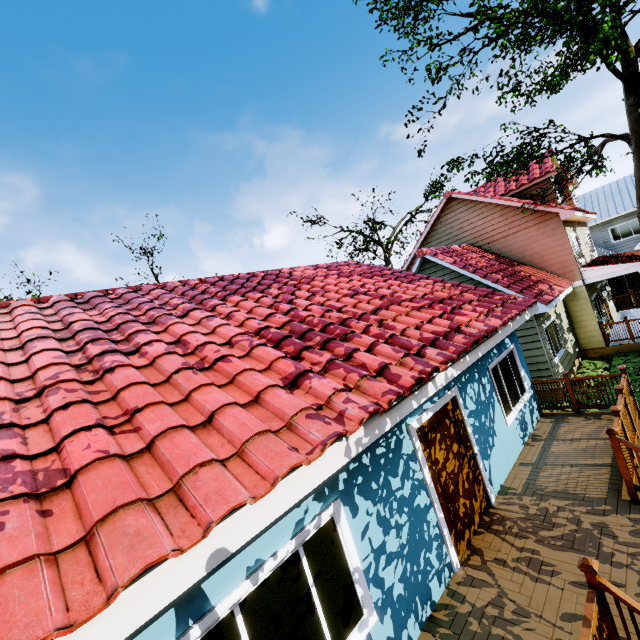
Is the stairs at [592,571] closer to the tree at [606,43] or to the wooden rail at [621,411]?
the wooden rail at [621,411]

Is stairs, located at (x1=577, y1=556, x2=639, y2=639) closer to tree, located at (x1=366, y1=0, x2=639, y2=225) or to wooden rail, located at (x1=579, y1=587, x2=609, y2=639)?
wooden rail, located at (x1=579, y1=587, x2=609, y2=639)

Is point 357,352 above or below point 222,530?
above

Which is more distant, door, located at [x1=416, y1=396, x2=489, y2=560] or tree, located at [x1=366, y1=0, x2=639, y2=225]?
tree, located at [x1=366, y1=0, x2=639, y2=225]

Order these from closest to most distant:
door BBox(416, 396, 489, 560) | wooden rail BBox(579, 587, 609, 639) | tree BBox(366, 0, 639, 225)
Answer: wooden rail BBox(579, 587, 609, 639)
door BBox(416, 396, 489, 560)
tree BBox(366, 0, 639, 225)

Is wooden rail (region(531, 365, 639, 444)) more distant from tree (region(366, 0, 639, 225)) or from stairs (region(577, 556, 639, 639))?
tree (region(366, 0, 639, 225))

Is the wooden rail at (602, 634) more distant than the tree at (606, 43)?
No

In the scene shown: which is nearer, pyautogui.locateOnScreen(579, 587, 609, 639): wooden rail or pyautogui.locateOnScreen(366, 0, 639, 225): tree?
pyautogui.locateOnScreen(579, 587, 609, 639): wooden rail
